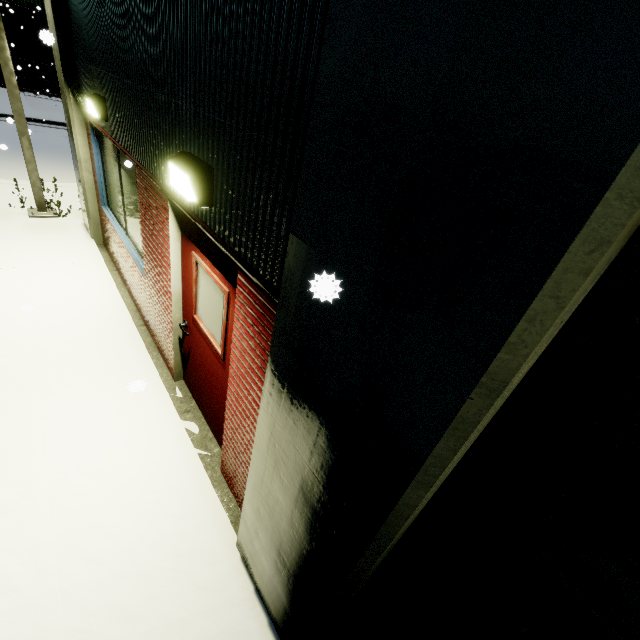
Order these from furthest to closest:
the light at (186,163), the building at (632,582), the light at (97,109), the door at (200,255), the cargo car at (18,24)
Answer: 1. the cargo car at (18,24)
2. the light at (97,109)
3. the door at (200,255)
4. the light at (186,163)
5. the building at (632,582)

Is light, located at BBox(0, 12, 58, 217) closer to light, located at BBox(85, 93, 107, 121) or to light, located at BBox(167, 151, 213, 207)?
light, located at BBox(85, 93, 107, 121)

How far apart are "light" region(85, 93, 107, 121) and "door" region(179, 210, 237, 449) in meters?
2.5

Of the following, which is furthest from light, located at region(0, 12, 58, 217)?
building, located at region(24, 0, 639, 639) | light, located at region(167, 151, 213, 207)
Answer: light, located at region(167, 151, 213, 207)

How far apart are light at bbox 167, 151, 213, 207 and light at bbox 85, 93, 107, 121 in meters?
3.1

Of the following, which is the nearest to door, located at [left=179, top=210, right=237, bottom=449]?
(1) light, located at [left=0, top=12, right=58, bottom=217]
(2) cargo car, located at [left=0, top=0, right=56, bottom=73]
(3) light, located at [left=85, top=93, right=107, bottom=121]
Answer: (3) light, located at [left=85, top=93, right=107, bottom=121]

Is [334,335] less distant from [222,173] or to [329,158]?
[329,158]

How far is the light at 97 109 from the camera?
4.3m
